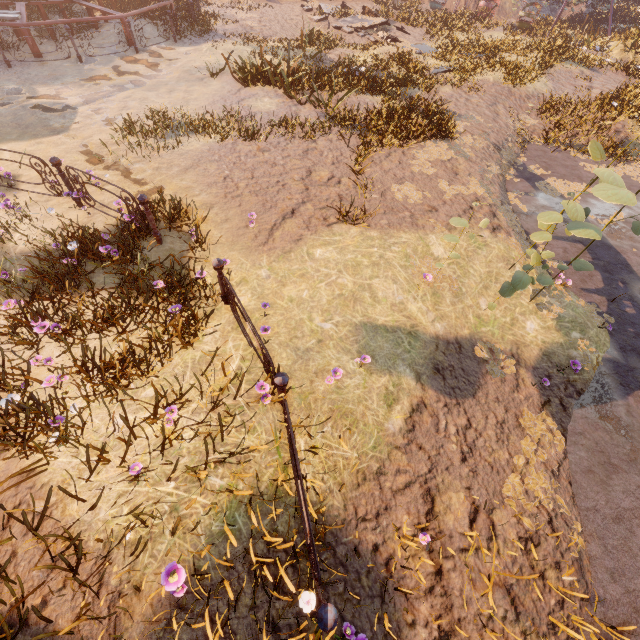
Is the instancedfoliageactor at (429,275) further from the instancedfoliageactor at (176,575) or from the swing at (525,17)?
the swing at (525,17)

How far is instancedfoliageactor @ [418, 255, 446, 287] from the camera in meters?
5.5 m

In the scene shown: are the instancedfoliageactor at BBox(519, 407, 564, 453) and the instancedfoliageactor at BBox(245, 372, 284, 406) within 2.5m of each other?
no

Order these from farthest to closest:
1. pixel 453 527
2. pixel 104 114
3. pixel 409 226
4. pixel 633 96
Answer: pixel 633 96 → pixel 104 114 → pixel 409 226 → pixel 453 527

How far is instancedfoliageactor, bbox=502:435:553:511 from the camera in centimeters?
411cm

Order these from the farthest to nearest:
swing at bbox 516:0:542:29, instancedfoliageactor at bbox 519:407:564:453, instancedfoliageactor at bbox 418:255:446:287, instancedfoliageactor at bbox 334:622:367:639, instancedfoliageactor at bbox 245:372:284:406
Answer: Answer: swing at bbox 516:0:542:29 → instancedfoliageactor at bbox 418:255:446:287 → instancedfoliageactor at bbox 519:407:564:453 → instancedfoliageactor at bbox 245:372:284:406 → instancedfoliageactor at bbox 334:622:367:639

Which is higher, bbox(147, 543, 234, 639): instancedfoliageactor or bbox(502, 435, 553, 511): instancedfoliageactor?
bbox(147, 543, 234, 639): instancedfoliageactor

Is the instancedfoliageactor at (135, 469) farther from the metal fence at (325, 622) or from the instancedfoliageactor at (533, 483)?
the instancedfoliageactor at (533, 483)
